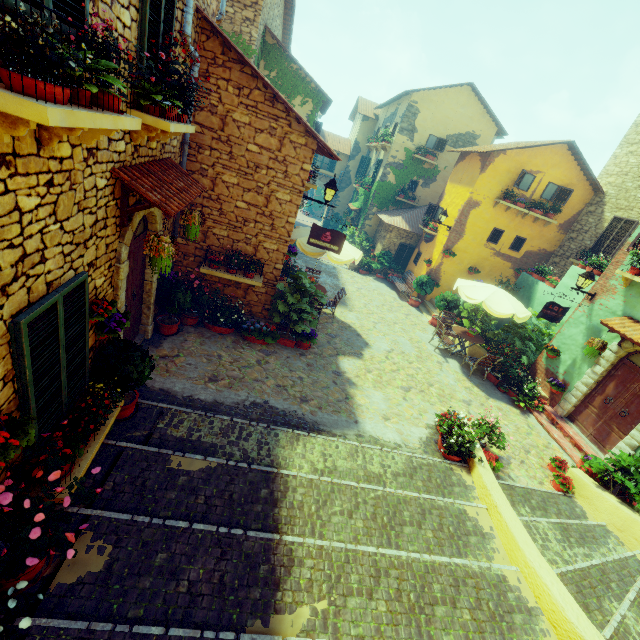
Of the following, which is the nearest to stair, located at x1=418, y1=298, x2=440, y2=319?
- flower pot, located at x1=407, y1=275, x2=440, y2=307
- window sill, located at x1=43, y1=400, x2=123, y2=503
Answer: flower pot, located at x1=407, y1=275, x2=440, y2=307

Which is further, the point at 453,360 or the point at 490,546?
the point at 453,360

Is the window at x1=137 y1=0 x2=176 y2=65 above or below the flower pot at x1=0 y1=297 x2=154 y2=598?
above

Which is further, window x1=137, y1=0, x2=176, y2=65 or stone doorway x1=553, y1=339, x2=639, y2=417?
stone doorway x1=553, y1=339, x2=639, y2=417

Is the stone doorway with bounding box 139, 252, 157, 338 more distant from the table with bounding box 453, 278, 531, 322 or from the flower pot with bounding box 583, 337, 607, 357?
the flower pot with bounding box 583, 337, 607, 357

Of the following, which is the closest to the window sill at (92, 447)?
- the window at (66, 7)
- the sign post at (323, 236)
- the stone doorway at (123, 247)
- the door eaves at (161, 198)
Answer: the stone doorway at (123, 247)

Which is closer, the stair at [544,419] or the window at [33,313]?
the window at [33,313]

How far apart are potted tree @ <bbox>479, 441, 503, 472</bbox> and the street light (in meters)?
5.78
